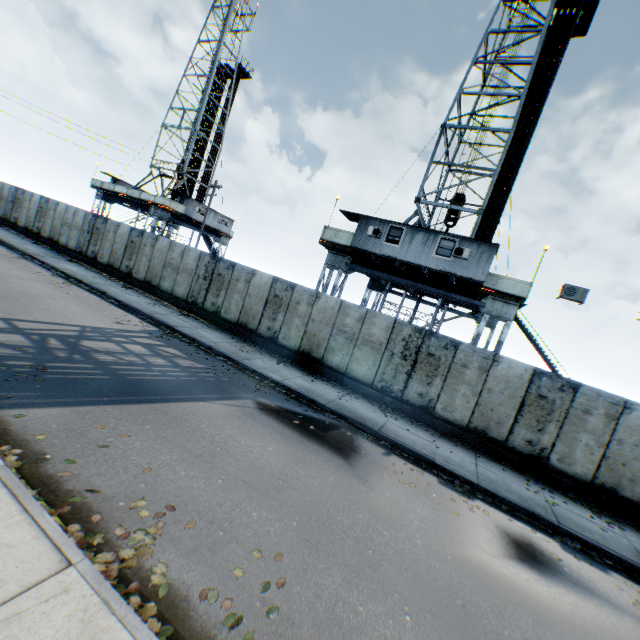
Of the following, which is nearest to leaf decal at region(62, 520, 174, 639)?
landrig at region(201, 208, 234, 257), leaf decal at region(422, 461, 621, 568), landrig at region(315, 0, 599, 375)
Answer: leaf decal at region(422, 461, 621, 568)

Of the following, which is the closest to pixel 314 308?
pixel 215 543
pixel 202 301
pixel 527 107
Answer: pixel 202 301

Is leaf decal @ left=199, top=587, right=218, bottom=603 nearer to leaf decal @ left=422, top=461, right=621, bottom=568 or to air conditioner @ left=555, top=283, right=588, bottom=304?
leaf decal @ left=422, top=461, right=621, bottom=568

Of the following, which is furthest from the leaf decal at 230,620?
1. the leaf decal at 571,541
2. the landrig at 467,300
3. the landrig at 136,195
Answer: the landrig at 136,195

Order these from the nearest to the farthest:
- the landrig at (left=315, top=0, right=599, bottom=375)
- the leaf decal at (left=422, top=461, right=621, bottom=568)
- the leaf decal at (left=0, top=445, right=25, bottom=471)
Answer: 1. the leaf decal at (left=0, top=445, right=25, bottom=471)
2. the leaf decal at (left=422, top=461, right=621, bottom=568)
3. the landrig at (left=315, top=0, right=599, bottom=375)

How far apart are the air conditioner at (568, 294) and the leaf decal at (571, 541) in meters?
9.0 m

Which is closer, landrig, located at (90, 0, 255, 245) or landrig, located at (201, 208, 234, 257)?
landrig, located at (90, 0, 255, 245)

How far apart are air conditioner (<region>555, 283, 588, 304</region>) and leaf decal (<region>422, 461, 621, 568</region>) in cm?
897
